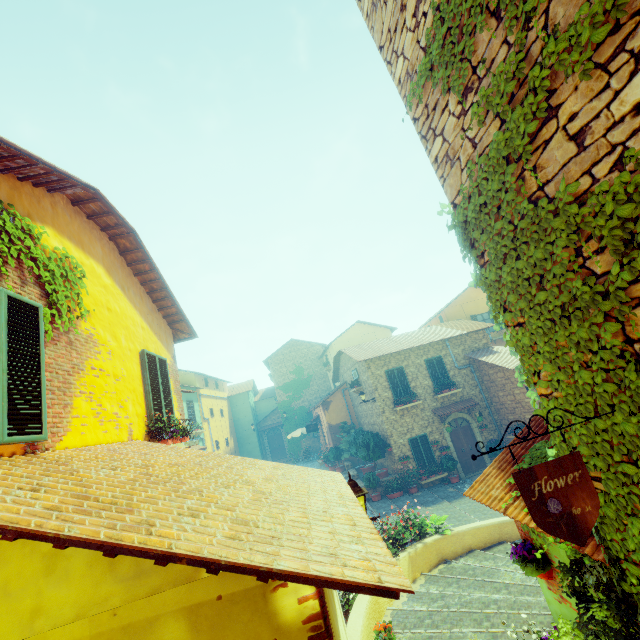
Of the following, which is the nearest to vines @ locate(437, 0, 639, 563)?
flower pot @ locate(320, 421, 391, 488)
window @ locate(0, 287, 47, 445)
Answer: window @ locate(0, 287, 47, 445)

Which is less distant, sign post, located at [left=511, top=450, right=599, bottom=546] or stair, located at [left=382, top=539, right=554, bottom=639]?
sign post, located at [left=511, top=450, right=599, bottom=546]

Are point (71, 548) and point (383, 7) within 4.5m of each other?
no

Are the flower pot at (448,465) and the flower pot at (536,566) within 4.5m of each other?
no

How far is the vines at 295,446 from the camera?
29.3m

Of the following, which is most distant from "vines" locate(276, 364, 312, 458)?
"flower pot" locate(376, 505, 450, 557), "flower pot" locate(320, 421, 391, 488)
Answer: "flower pot" locate(376, 505, 450, 557)

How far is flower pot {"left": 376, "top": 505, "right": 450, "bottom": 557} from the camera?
8.97m

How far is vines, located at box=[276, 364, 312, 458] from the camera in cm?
2934
